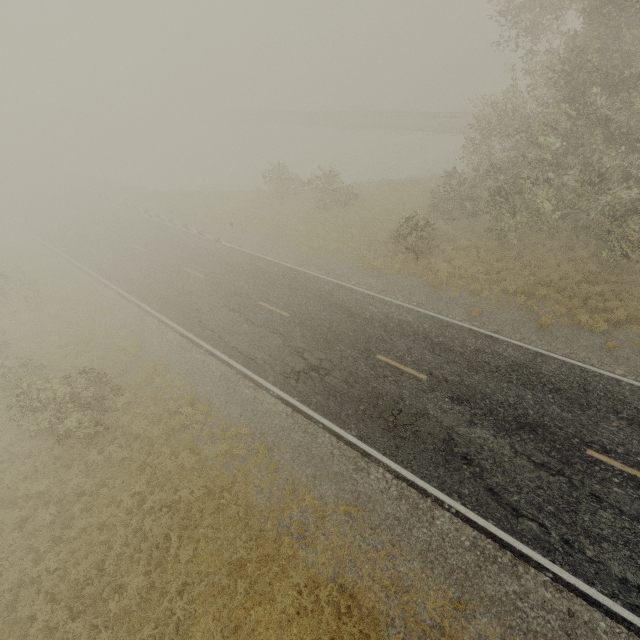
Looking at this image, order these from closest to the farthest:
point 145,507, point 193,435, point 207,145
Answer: point 145,507 → point 193,435 → point 207,145
